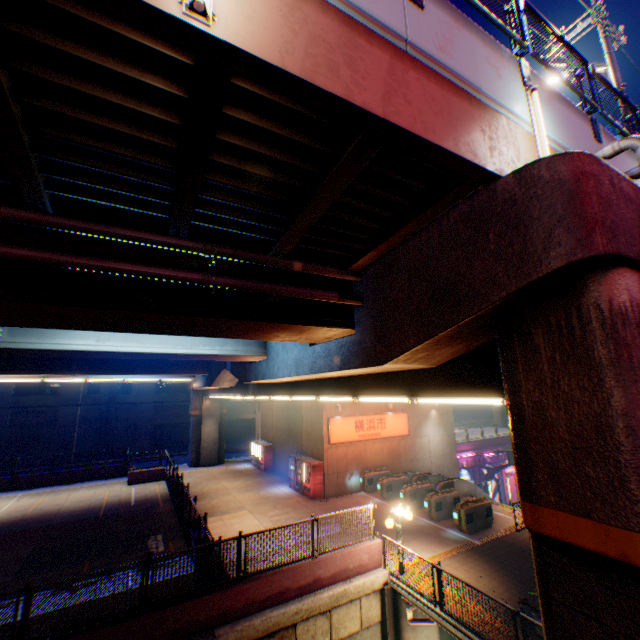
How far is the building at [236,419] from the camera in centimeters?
4216cm

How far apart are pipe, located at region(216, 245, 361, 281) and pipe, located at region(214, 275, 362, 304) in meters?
0.3

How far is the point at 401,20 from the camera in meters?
3.8

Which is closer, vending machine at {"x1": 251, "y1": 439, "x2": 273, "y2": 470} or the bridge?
the bridge

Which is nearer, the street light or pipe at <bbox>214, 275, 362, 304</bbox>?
pipe at <bbox>214, 275, 362, 304</bbox>

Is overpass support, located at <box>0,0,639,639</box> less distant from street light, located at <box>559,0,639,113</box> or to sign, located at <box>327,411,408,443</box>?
street light, located at <box>559,0,639,113</box>

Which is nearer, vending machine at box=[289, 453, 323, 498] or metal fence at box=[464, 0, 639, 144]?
metal fence at box=[464, 0, 639, 144]

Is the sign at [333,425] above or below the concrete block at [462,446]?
above
